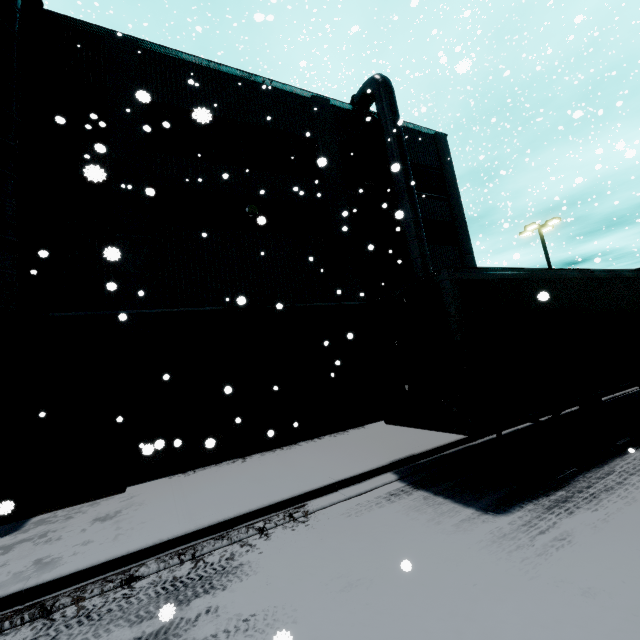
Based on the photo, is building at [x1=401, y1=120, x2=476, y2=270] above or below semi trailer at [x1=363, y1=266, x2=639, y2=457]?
above

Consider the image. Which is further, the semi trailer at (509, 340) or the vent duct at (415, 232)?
the vent duct at (415, 232)

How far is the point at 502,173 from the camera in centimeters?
1109cm

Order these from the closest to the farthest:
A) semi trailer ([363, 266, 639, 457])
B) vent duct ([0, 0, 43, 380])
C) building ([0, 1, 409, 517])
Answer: semi trailer ([363, 266, 639, 457]) < vent duct ([0, 0, 43, 380]) < building ([0, 1, 409, 517])

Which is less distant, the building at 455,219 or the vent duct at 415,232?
the vent duct at 415,232

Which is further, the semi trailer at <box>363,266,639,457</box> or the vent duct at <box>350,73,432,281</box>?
the vent duct at <box>350,73,432,281</box>

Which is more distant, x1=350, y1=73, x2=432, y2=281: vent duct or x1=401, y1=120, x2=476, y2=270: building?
x1=401, y1=120, x2=476, y2=270: building

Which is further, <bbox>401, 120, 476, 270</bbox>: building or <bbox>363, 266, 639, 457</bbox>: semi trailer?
<bbox>401, 120, 476, 270</bbox>: building
